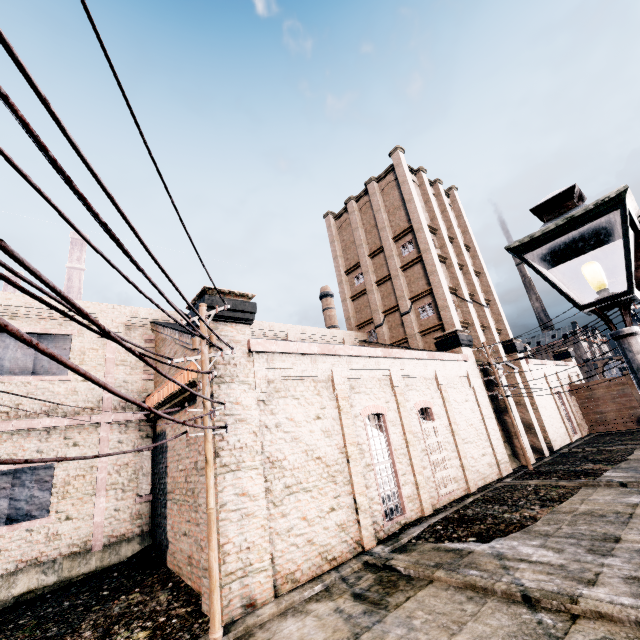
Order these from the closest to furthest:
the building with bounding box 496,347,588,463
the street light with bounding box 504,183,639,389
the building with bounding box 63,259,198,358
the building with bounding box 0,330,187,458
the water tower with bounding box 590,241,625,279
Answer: the street light with bounding box 504,183,639,389 < the building with bounding box 0,330,187,458 < the building with bounding box 63,259,198,358 < the building with bounding box 496,347,588,463 < the water tower with bounding box 590,241,625,279

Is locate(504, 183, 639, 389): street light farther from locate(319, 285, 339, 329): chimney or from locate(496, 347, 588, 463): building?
locate(319, 285, 339, 329): chimney

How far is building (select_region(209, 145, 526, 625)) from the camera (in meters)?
10.66

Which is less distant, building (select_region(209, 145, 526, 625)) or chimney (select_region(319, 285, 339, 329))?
building (select_region(209, 145, 526, 625))

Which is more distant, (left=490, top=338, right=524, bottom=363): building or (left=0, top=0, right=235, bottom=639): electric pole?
(left=490, top=338, right=524, bottom=363): building

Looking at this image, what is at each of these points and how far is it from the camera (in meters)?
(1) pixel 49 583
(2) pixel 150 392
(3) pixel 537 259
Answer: (1) building, 13.33
(2) building, 18.89
(3) street light, 3.00

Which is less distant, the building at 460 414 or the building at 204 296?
the building at 460 414

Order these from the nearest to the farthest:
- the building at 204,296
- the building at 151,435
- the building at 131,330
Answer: the building at 204,296, the building at 151,435, the building at 131,330
